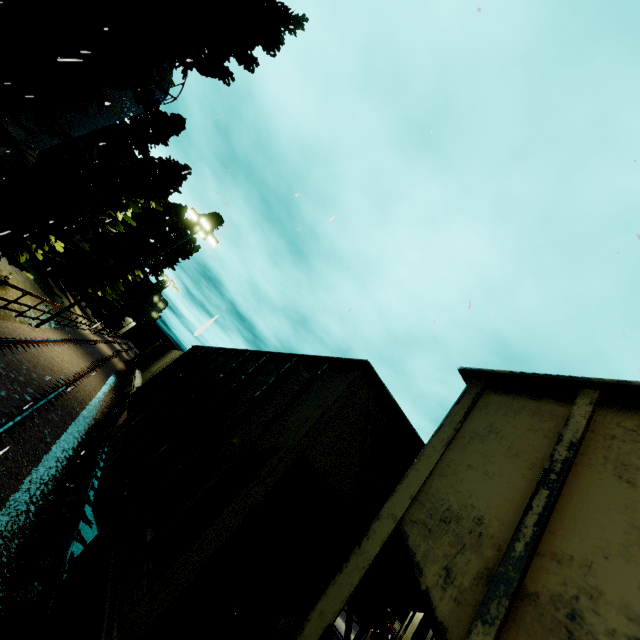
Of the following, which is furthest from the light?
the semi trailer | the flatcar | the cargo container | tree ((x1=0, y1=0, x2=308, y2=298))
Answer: the semi trailer

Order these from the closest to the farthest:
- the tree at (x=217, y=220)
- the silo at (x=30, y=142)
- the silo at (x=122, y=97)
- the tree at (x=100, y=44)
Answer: the tree at (x=100, y=44)
the silo at (x=30, y=142)
the silo at (x=122, y=97)
the tree at (x=217, y=220)

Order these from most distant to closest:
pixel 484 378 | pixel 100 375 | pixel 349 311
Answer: pixel 100 375 → pixel 349 311 → pixel 484 378

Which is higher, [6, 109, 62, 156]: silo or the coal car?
[6, 109, 62, 156]: silo

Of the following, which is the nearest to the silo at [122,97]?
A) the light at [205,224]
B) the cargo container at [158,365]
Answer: the cargo container at [158,365]

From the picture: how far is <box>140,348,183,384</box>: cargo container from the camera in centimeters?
1648cm

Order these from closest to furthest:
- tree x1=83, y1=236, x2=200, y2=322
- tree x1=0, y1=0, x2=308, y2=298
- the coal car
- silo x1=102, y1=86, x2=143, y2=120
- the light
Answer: the coal car
tree x1=0, y1=0, x2=308, y2=298
the light
silo x1=102, y1=86, x2=143, y2=120
tree x1=83, y1=236, x2=200, y2=322

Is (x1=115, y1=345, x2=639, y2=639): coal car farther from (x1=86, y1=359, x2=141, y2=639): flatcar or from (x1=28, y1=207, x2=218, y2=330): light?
(x1=28, y1=207, x2=218, y2=330): light
